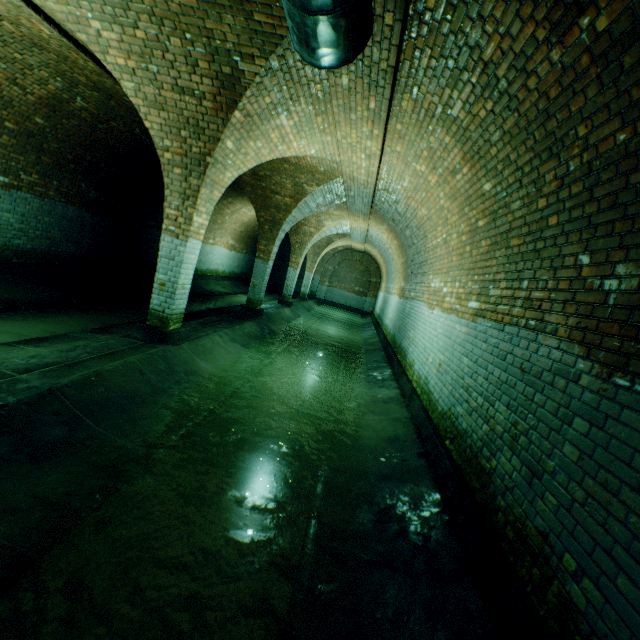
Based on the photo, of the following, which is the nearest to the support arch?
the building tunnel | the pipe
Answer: the building tunnel

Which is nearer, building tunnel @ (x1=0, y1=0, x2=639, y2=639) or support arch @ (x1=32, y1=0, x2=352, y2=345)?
building tunnel @ (x1=0, y1=0, x2=639, y2=639)

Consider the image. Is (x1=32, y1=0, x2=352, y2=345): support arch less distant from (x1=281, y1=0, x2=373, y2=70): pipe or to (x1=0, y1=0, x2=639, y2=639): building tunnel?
(x1=0, y1=0, x2=639, y2=639): building tunnel

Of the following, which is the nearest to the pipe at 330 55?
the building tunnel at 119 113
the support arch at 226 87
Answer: the building tunnel at 119 113

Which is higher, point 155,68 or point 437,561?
point 155,68

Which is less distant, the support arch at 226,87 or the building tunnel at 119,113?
the building tunnel at 119,113
